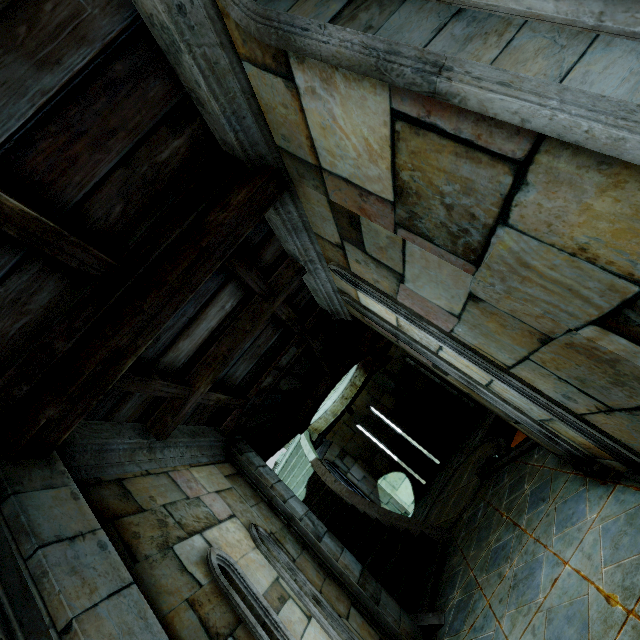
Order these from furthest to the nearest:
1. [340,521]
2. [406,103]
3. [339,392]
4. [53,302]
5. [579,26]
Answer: [339,392] → [340,521] → [53,302] → [406,103] → [579,26]
